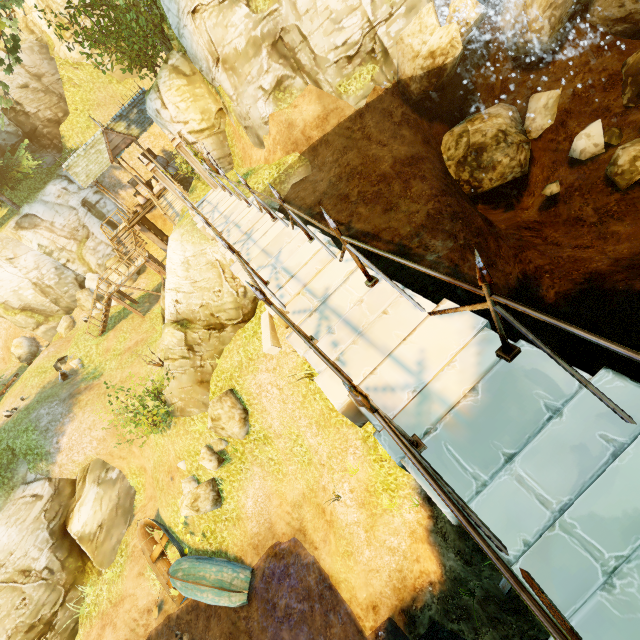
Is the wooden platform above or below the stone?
above

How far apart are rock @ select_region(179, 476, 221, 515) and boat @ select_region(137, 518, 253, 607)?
1.5 meters

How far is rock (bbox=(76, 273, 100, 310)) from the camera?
24.47m

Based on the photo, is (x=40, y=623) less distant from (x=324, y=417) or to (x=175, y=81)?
(x=324, y=417)

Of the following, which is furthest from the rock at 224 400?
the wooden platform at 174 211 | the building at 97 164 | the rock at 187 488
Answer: the building at 97 164

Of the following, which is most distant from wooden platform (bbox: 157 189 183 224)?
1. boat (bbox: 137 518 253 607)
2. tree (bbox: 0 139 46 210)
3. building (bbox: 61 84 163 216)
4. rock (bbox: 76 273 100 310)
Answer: boat (bbox: 137 518 253 607)

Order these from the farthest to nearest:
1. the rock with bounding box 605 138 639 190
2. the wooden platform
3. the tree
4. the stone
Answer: the tree, the wooden platform, the stone, the rock with bounding box 605 138 639 190

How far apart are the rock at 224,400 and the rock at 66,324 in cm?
1834
